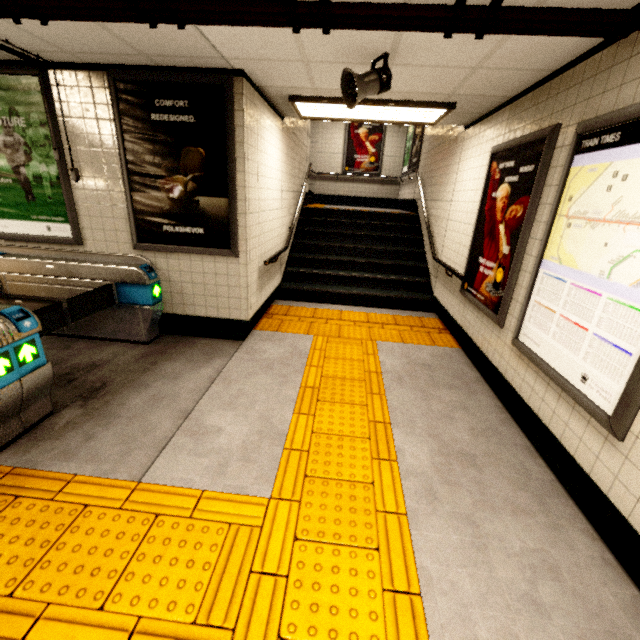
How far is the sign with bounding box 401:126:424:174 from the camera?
7.98m

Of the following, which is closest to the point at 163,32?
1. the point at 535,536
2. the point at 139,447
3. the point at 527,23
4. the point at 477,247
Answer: the point at 527,23

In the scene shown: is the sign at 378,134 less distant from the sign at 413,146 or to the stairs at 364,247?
the sign at 413,146

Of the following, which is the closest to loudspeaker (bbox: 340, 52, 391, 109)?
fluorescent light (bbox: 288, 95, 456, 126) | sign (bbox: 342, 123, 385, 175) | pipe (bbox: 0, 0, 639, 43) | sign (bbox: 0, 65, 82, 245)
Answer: pipe (bbox: 0, 0, 639, 43)

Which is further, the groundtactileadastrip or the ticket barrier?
the ticket barrier

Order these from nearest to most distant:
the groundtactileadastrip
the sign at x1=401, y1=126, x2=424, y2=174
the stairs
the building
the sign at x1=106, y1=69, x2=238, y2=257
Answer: the groundtactileadastrip
the sign at x1=106, y1=69, x2=238, y2=257
the stairs
the sign at x1=401, y1=126, x2=424, y2=174
the building

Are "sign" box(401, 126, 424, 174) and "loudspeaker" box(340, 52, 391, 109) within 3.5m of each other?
no

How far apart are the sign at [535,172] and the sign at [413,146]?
4.65m
